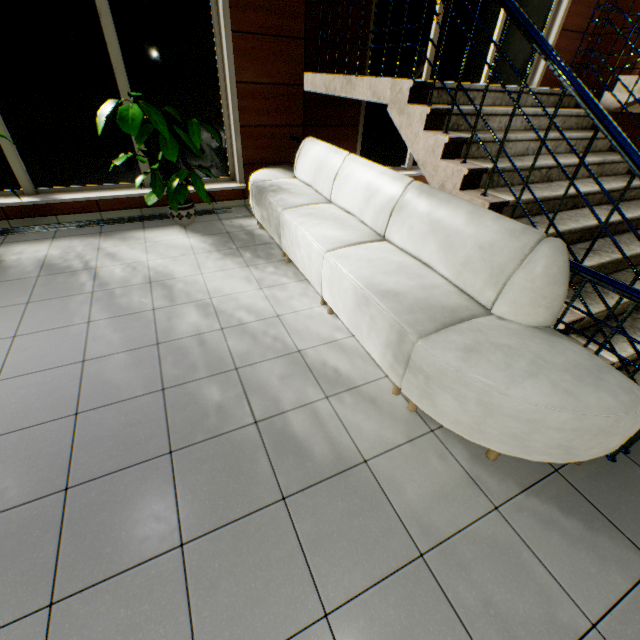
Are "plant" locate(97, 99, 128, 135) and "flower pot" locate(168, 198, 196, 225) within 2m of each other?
yes

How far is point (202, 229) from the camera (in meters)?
4.35

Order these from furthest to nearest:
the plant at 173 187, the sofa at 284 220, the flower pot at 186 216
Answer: the flower pot at 186 216, the plant at 173 187, the sofa at 284 220

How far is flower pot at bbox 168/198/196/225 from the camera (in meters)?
4.19

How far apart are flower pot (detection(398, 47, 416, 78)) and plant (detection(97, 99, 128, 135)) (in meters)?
3.62

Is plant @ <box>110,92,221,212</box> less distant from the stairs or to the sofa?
the sofa

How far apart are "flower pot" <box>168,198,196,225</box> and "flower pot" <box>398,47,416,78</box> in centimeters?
346cm

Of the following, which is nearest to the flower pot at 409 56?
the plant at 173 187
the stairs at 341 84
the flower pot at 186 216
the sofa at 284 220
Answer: the stairs at 341 84
